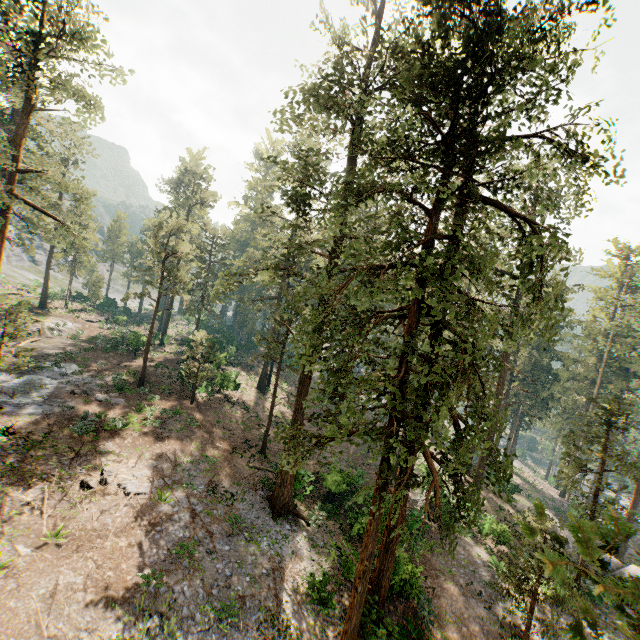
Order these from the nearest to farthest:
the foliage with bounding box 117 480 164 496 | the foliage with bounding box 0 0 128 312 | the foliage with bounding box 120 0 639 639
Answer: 1. the foliage with bounding box 120 0 639 639
2. the foliage with bounding box 117 480 164 496
3. the foliage with bounding box 0 0 128 312

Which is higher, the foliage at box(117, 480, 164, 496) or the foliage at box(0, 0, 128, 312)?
the foliage at box(0, 0, 128, 312)

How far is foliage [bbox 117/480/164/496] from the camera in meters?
16.7

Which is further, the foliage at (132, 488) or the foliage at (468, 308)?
the foliage at (132, 488)

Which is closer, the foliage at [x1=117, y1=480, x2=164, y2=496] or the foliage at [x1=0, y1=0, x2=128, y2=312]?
the foliage at [x1=117, y1=480, x2=164, y2=496]

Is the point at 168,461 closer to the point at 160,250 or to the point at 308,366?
the point at 308,366
